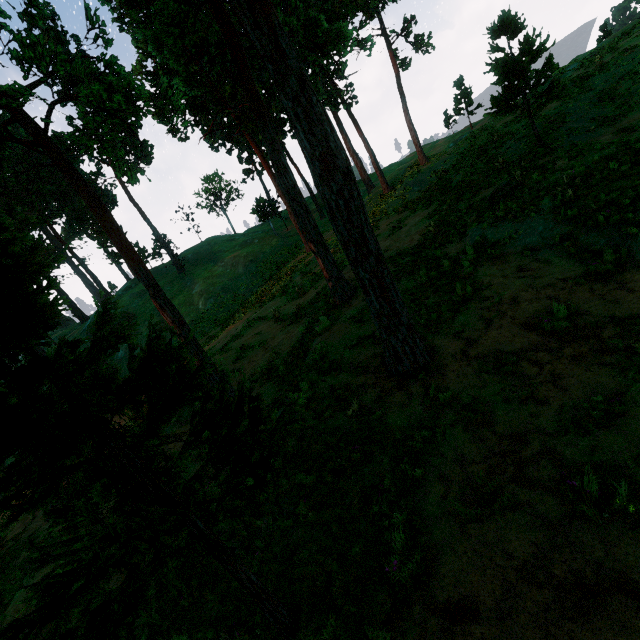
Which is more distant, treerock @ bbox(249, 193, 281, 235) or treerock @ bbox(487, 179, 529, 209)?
treerock @ bbox(249, 193, 281, 235)

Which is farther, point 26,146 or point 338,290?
point 338,290

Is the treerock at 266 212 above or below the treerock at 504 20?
above

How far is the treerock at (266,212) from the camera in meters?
41.2

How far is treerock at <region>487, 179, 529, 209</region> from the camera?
12.7m

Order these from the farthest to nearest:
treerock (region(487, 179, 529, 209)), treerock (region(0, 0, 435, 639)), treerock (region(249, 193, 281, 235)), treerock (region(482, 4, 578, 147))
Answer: treerock (region(249, 193, 281, 235)) < treerock (region(482, 4, 578, 147)) < treerock (region(487, 179, 529, 209)) < treerock (region(0, 0, 435, 639))

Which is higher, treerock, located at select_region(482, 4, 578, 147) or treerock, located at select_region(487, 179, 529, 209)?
treerock, located at select_region(482, 4, 578, 147)
